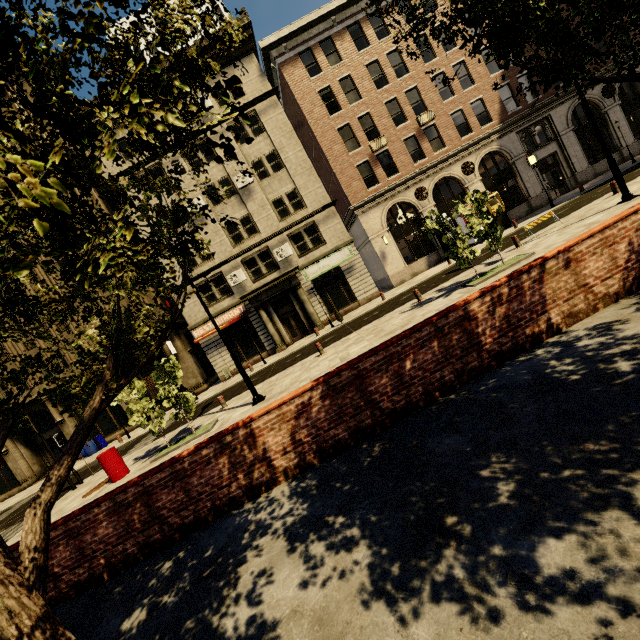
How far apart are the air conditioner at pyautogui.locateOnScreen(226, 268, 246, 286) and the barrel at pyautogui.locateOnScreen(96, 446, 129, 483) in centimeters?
1393cm

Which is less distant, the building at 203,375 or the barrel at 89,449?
the barrel at 89,449

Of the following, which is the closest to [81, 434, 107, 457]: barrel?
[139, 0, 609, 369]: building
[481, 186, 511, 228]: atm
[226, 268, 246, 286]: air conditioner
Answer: [139, 0, 609, 369]: building

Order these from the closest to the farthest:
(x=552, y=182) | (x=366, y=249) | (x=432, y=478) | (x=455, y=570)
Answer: (x=455, y=570) → (x=432, y=478) → (x=366, y=249) → (x=552, y=182)

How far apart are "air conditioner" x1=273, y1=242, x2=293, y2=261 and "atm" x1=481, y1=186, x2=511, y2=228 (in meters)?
14.29

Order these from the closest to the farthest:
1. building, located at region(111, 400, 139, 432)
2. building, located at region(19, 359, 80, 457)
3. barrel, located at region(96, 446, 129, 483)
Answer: barrel, located at region(96, 446, 129, 483) → building, located at region(19, 359, 80, 457) → building, located at region(111, 400, 139, 432)

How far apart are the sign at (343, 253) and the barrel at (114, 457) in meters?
15.8 m

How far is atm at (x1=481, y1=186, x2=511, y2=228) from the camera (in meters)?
23.27
